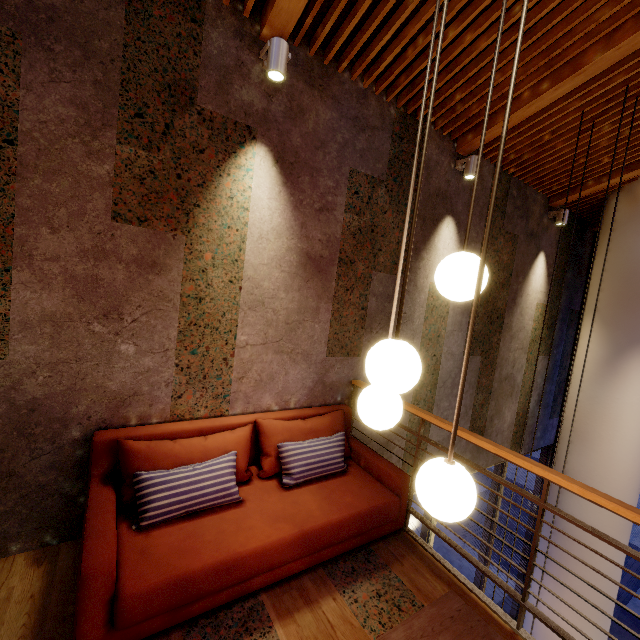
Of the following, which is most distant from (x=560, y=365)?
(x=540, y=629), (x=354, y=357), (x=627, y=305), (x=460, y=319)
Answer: (x=354, y=357)

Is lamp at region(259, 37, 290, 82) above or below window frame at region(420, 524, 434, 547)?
above

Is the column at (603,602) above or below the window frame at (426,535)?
below

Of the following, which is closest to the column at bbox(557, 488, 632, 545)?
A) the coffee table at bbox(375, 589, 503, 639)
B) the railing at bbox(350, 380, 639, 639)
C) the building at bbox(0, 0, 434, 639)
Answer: the building at bbox(0, 0, 434, 639)

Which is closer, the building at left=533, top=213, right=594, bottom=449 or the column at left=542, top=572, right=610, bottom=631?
the column at left=542, top=572, right=610, bottom=631

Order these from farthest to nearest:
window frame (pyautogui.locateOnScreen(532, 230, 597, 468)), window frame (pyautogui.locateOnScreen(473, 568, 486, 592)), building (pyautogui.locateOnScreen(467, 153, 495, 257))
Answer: window frame (pyautogui.locateOnScreen(532, 230, 597, 468)) → window frame (pyautogui.locateOnScreen(473, 568, 486, 592)) → building (pyautogui.locateOnScreen(467, 153, 495, 257))

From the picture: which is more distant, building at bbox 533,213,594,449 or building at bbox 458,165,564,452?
building at bbox 533,213,594,449

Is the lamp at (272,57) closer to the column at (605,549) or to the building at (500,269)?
the building at (500,269)
